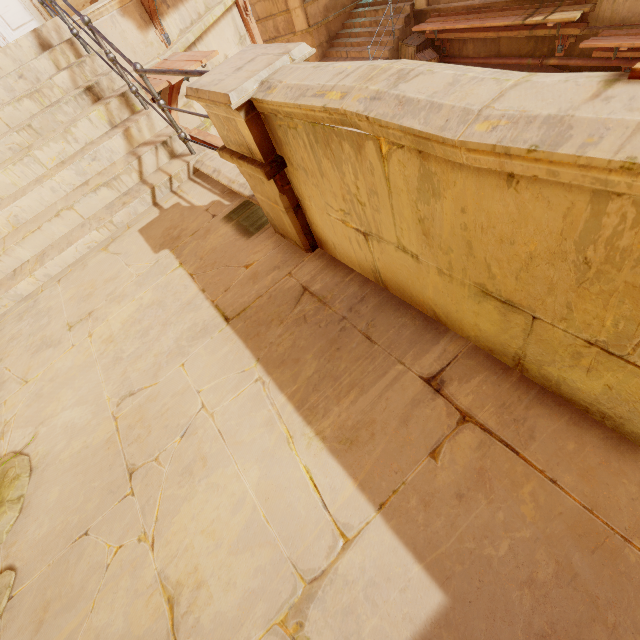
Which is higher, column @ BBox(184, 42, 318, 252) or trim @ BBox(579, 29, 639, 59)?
column @ BBox(184, 42, 318, 252)

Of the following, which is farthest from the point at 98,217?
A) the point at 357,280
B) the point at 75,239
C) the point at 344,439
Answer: the point at 344,439

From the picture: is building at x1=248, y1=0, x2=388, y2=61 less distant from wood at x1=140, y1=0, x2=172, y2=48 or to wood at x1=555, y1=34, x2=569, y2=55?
wood at x1=555, y1=34, x2=569, y2=55

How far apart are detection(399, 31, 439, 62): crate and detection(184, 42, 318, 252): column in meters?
10.4

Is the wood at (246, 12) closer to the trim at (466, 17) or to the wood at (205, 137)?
the wood at (205, 137)

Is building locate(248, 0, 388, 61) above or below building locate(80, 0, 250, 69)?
below

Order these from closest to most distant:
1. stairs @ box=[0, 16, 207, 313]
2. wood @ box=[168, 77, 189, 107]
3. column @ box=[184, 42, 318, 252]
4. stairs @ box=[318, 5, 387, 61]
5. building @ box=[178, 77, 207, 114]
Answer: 1. column @ box=[184, 42, 318, 252]
2. stairs @ box=[0, 16, 207, 313]
3. wood @ box=[168, 77, 189, 107]
4. building @ box=[178, 77, 207, 114]
5. stairs @ box=[318, 5, 387, 61]

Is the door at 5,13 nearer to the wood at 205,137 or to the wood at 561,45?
the wood at 205,137
